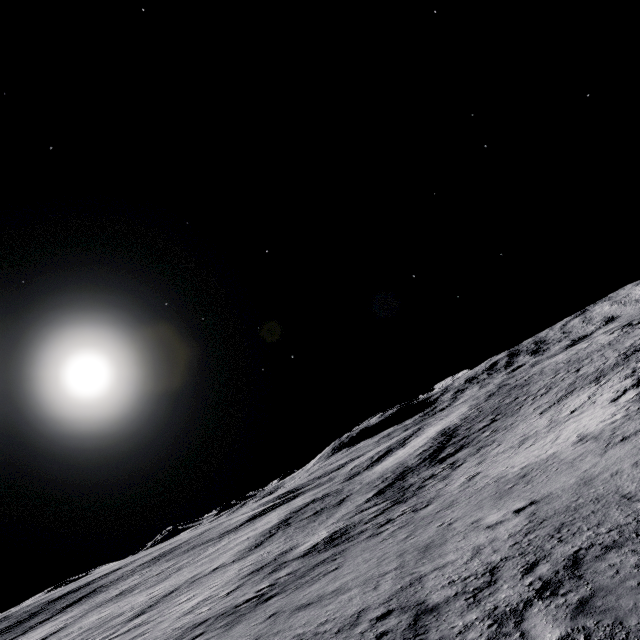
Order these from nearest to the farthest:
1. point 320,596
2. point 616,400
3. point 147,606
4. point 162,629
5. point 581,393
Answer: point 320,596, point 162,629, point 616,400, point 147,606, point 581,393
